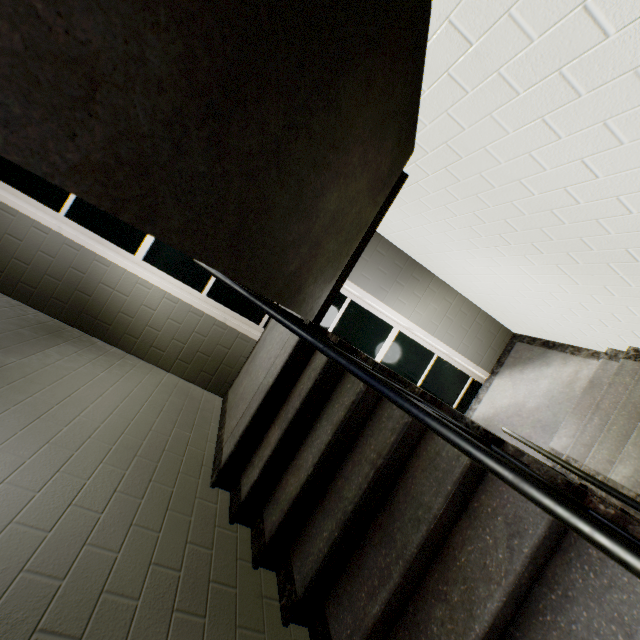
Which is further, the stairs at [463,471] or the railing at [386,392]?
the stairs at [463,471]

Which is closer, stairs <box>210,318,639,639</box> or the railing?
the railing

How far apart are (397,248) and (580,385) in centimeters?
285cm

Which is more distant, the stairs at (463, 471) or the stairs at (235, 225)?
the stairs at (463, 471)

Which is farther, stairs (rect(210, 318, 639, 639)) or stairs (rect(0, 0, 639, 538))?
stairs (rect(210, 318, 639, 639))
